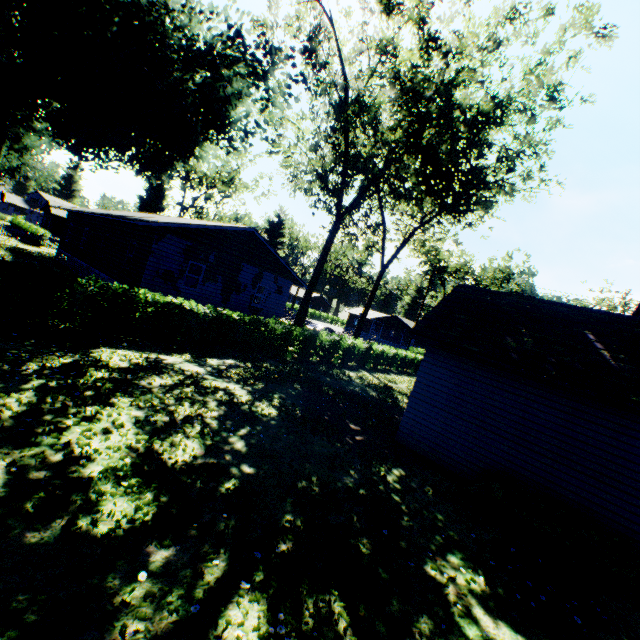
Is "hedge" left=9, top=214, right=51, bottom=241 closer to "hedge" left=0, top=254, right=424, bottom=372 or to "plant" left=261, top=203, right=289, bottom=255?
"plant" left=261, top=203, right=289, bottom=255

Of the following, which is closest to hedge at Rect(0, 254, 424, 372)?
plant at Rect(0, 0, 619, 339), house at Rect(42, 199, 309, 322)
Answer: plant at Rect(0, 0, 619, 339)

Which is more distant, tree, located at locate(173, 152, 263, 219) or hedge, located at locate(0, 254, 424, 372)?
tree, located at locate(173, 152, 263, 219)

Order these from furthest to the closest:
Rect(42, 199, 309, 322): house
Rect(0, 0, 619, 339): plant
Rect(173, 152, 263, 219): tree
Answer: Rect(173, 152, 263, 219): tree, Rect(42, 199, 309, 322): house, Rect(0, 0, 619, 339): plant

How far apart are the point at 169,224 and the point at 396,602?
17.09m

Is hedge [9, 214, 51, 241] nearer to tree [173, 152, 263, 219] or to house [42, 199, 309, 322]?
tree [173, 152, 263, 219]

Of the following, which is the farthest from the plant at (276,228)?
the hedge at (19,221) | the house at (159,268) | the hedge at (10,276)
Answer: the hedge at (19,221)

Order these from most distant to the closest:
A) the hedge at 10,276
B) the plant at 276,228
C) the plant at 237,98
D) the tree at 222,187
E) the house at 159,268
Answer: the plant at 276,228 < the tree at 222,187 < the house at 159,268 < the plant at 237,98 < the hedge at 10,276
